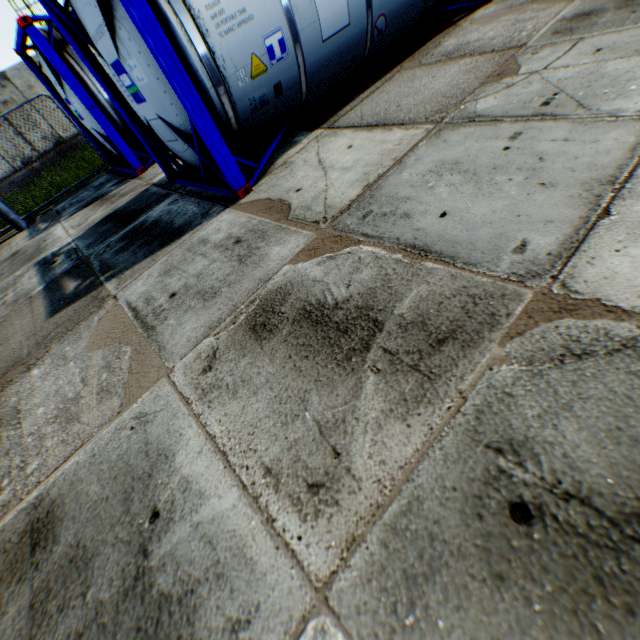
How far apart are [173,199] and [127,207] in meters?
1.5

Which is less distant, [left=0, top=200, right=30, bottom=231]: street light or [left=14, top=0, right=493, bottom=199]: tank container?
[left=14, top=0, right=493, bottom=199]: tank container

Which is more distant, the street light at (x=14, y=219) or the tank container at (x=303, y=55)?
the street light at (x=14, y=219)
